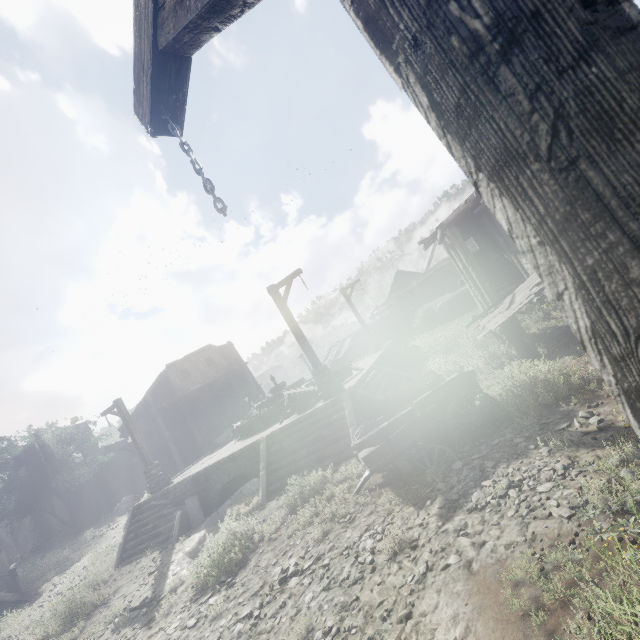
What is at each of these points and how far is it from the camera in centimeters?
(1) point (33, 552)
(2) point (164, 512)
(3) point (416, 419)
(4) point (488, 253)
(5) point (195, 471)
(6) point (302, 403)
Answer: (1) building, 3119cm
(2) stairs, 1289cm
(3) cart, 669cm
(4) building, 1922cm
(5) building base, 1447cm
(6) broken furniture, 1293cm

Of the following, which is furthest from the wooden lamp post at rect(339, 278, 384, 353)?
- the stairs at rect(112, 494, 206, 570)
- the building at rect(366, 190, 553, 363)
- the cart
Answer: the stairs at rect(112, 494, 206, 570)

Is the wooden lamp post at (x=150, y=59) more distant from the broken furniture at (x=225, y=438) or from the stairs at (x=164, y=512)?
the broken furniture at (x=225, y=438)

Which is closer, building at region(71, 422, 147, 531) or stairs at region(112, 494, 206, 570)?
stairs at region(112, 494, 206, 570)

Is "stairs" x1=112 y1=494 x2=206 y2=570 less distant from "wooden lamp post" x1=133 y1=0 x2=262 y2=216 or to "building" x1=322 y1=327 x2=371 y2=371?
"building" x1=322 y1=327 x2=371 y2=371

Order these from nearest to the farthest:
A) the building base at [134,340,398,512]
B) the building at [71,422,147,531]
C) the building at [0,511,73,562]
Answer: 1. the building base at [134,340,398,512]
2. the building at [0,511,73,562]
3. the building at [71,422,147,531]

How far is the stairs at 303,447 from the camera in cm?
958

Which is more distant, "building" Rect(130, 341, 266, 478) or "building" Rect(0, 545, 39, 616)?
"building" Rect(130, 341, 266, 478)
